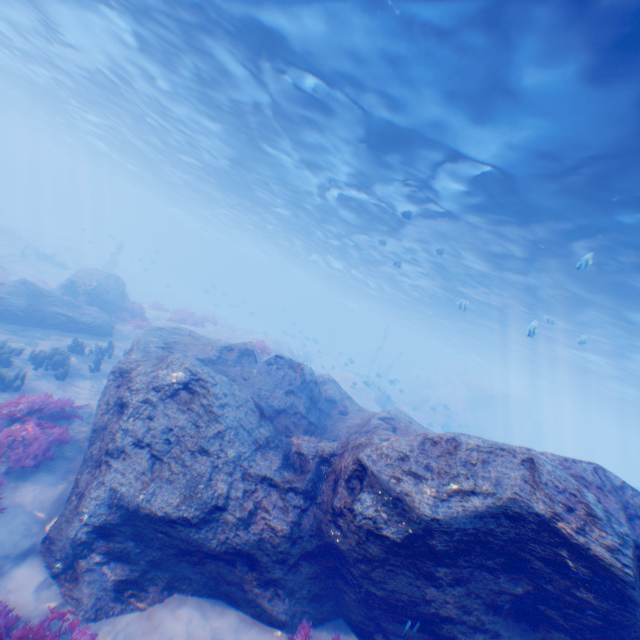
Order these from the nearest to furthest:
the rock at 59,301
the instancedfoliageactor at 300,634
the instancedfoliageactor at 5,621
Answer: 1. the instancedfoliageactor at 5,621
2. the instancedfoliageactor at 300,634
3. the rock at 59,301

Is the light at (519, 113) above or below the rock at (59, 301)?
above

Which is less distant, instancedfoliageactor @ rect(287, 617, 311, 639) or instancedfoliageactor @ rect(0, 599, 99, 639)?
instancedfoliageactor @ rect(0, 599, 99, 639)

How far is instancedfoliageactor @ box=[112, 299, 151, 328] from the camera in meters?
18.1 m

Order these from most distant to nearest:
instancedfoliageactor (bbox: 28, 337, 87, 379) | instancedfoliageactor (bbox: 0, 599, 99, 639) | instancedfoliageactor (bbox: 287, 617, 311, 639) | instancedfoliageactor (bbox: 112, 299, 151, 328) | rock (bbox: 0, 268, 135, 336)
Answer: instancedfoliageactor (bbox: 112, 299, 151, 328), rock (bbox: 0, 268, 135, 336), instancedfoliageactor (bbox: 28, 337, 87, 379), instancedfoliageactor (bbox: 287, 617, 311, 639), instancedfoliageactor (bbox: 0, 599, 99, 639)

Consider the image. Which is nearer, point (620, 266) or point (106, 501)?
point (106, 501)

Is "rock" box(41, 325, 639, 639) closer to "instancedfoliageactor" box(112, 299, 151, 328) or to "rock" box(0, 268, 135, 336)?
"instancedfoliageactor" box(112, 299, 151, 328)

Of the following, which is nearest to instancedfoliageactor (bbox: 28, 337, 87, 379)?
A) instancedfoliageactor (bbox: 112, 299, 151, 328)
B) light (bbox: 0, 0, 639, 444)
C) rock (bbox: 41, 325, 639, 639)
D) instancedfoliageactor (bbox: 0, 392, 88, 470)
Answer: rock (bbox: 41, 325, 639, 639)
